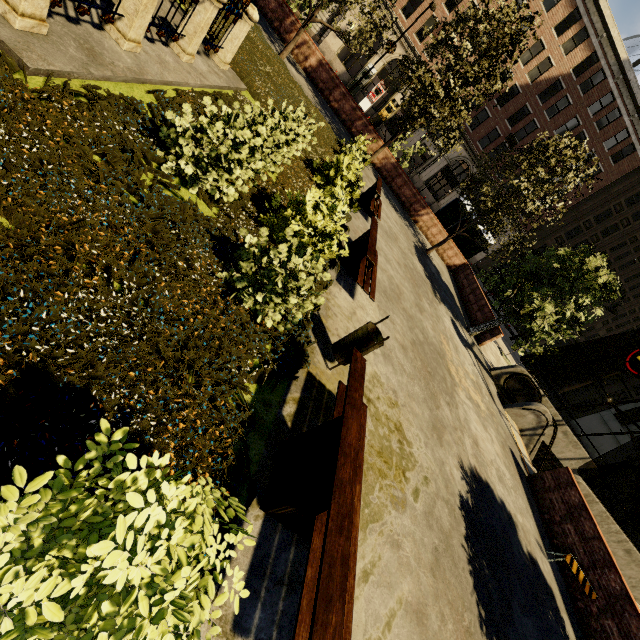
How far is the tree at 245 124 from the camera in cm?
405

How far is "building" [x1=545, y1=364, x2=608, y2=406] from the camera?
48.59m

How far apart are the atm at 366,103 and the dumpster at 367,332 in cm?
3609

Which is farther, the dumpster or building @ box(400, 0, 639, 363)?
building @ box(400, 0, 639, 363)

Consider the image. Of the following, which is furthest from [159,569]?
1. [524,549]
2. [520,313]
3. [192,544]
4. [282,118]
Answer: [520,313]

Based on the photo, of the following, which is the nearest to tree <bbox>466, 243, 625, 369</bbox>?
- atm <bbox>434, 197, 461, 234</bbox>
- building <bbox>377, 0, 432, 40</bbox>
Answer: atm <bbox>434, 197, 461, 234</bbox>

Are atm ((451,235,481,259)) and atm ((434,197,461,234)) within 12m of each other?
yes

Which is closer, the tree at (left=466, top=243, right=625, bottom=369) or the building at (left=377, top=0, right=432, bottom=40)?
the tree at (left=466, top=243, right=625, bottom=369)
